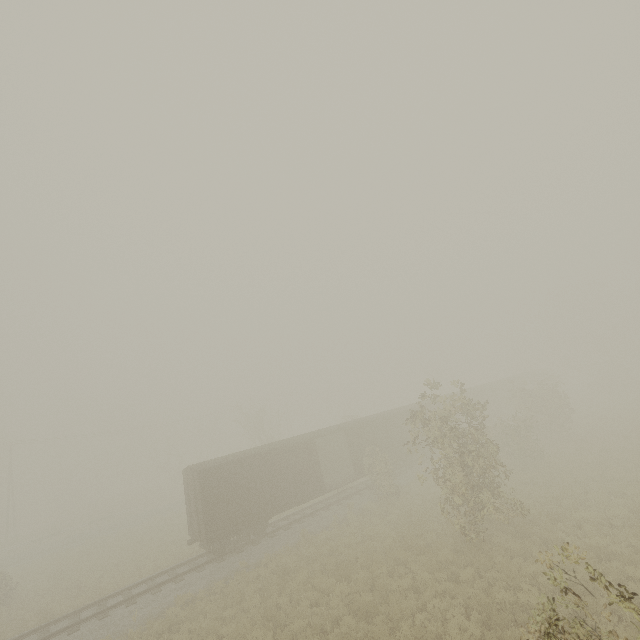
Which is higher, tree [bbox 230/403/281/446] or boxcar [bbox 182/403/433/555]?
tree [bbox 230/403/281/446]

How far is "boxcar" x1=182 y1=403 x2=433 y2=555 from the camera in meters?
17.5 m

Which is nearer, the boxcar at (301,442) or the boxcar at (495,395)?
the boxcar at (301,442)

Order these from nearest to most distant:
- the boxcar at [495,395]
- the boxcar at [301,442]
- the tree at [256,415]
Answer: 1. the boxcar at [301,442]
2. the boxcar at [495,395]
3. the tree at [256,415]

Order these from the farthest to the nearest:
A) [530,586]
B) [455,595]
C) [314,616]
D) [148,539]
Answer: [148,539]
[314,616]
[455,595]
[530,586]

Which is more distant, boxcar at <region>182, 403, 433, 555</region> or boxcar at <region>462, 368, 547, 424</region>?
boxcar at <region>462, 368, 547, 424</region>

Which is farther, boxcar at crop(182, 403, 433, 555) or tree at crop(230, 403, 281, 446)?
tree at crop(230, 403, 281, 446)
